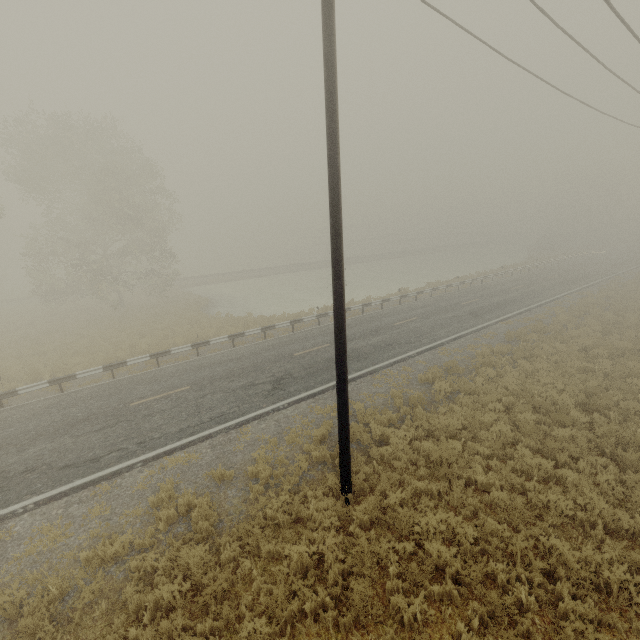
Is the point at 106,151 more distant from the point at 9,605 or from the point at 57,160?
the point at 9,605

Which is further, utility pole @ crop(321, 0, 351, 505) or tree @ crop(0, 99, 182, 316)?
tree @ crop(0, 99, 182, 316)

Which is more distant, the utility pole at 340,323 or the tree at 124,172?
the tree at 124,172
